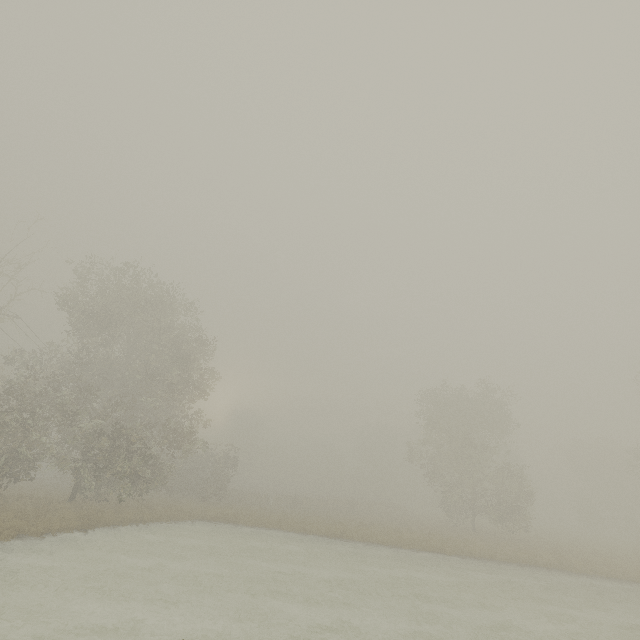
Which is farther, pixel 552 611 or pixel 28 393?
pixel 28 393
